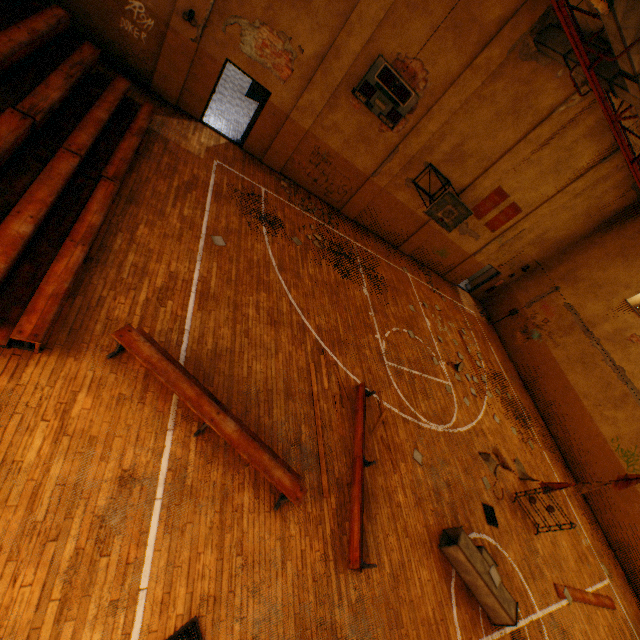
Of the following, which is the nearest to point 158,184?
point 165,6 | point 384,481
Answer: point 165,6

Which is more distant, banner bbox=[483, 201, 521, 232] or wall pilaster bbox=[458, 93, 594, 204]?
banner bbox=[483, 201, 521, 232]

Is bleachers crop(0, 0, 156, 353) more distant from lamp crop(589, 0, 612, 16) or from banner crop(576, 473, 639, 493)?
banner crop(576, 473, 639, 493)

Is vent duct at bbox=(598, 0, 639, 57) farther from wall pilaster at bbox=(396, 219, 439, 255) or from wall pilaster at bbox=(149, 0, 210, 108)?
wall pilaster at bbox=(149, 0, 210, 108)

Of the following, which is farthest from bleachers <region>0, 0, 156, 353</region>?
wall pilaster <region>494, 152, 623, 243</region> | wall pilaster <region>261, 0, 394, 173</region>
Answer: wall pilaster <region>494, 152, 623, 243</region>

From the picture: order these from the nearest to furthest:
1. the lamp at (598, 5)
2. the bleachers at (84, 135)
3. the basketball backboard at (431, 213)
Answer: the bleachers at (84, 135)
the lamp at (598, 5)
the basketball backboard at (431, 213)

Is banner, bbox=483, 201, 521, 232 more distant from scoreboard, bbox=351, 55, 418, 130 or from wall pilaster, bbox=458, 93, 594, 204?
scoreboard, bbox=351, 55, 418, 130

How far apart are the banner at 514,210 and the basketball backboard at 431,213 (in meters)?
3.48
